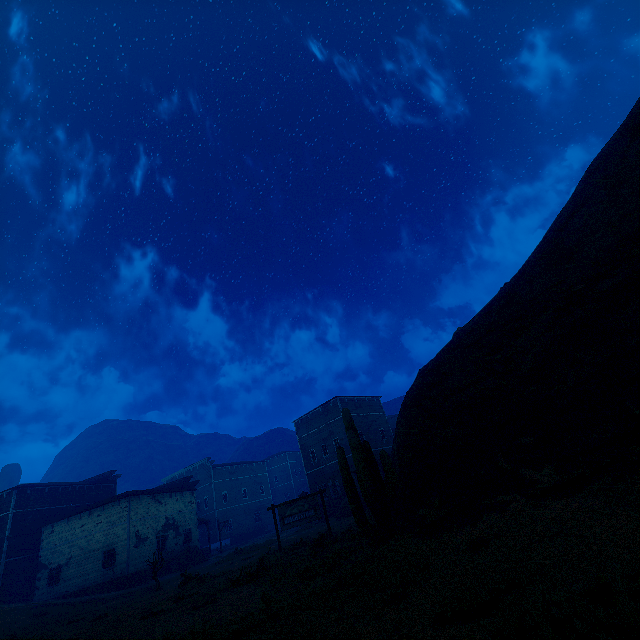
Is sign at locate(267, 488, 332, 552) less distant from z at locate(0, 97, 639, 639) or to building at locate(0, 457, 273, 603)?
z at locate(0, 97, 639, 639)

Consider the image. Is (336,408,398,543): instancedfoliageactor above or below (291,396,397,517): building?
below

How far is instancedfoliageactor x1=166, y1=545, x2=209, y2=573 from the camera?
30.1 meters

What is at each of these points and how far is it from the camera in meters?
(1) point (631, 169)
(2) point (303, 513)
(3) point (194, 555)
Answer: (1) z, 11.4
(2) sign, 17.2
(3) instancedfoliageactor, 30.7

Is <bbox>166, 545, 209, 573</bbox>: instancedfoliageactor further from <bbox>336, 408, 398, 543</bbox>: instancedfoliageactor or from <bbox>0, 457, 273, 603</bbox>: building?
<bbox>336, 408, 398, 543</bbox>: instancedfoliageactor

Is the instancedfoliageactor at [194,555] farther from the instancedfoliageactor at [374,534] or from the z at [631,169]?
the instancedfoliageactor at [374,534]

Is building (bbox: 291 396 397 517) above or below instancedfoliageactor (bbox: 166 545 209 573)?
above

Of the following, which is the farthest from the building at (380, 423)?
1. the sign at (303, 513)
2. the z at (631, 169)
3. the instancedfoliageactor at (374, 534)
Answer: the instancedfoliageactor at (374, 534)
